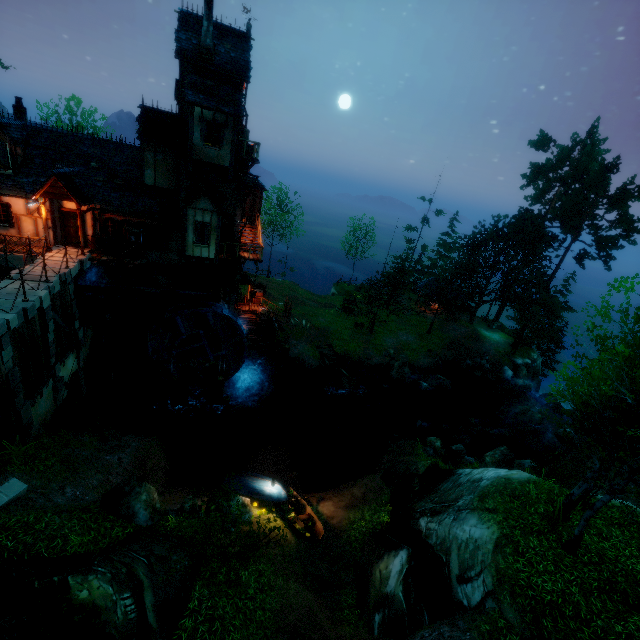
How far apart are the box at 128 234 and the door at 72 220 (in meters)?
2.19

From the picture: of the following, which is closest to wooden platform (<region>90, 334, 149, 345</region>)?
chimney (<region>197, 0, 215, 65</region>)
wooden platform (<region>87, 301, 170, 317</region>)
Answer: wooden platform (<region>87, 301, 170, 317</region>)

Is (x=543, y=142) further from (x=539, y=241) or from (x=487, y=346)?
(x=487, y=346)

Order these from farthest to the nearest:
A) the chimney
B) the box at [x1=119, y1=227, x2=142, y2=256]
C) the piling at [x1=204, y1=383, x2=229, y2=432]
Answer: the piling at [x1=204, y1=383, x2=229, y2=432], the box at [x1=119, y1=227, x2=142, y2=256], the chimney

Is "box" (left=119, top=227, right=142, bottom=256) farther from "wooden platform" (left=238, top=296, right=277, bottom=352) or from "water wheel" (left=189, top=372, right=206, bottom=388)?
"wooden platform" (left=238, top=296, right=277, bottom=352)

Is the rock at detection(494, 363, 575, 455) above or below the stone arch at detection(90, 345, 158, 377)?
below

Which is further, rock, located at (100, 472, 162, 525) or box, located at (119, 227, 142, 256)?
box, located at (119, 227, 142, 256)

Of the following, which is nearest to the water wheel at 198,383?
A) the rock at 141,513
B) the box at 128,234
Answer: the box at 128,234
